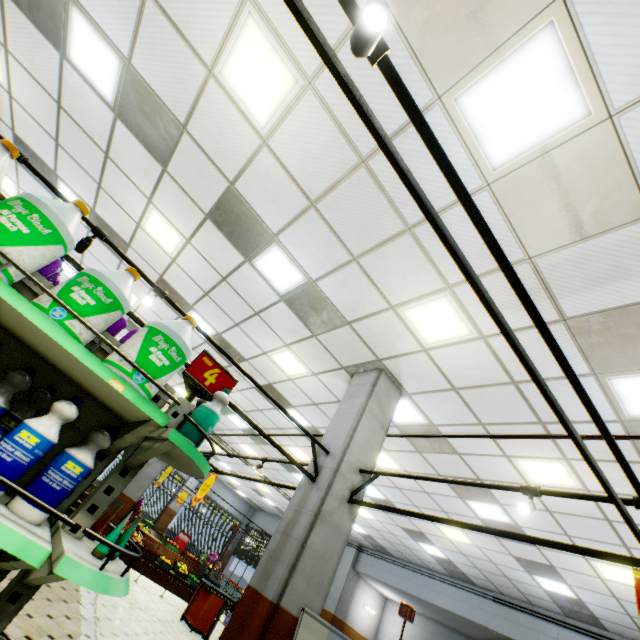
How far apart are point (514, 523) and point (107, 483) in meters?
8.4

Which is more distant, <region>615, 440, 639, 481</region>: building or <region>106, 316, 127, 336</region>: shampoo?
<region>615, 440, 639, 481</region>: building

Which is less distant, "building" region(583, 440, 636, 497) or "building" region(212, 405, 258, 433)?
"building" region(583, 440, 636, 497)

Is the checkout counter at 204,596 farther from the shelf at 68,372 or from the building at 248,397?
the shelf at 68,372

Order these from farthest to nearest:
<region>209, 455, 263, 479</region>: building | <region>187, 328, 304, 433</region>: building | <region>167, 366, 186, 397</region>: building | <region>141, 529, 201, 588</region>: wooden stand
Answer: <region>209, 455, 263, 479</region>: building → <region>141, 529, 201, 588</region>: wooden stand → <region>167, 366, 186, 397</region>: building → <region>187, 328, 304, 433</region>: building

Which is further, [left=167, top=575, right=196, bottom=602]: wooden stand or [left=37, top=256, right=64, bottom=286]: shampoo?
[left=167, top=575, right=196, bottom=602]: wooden stand

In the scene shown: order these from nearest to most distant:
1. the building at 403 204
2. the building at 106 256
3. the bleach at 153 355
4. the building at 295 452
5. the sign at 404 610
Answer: the bleach at 153 355
the building at 403 204
the sign at 404 610
the building at 295 452
the building at 106 256

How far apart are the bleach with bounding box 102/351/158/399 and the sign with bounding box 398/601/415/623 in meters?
6.3
